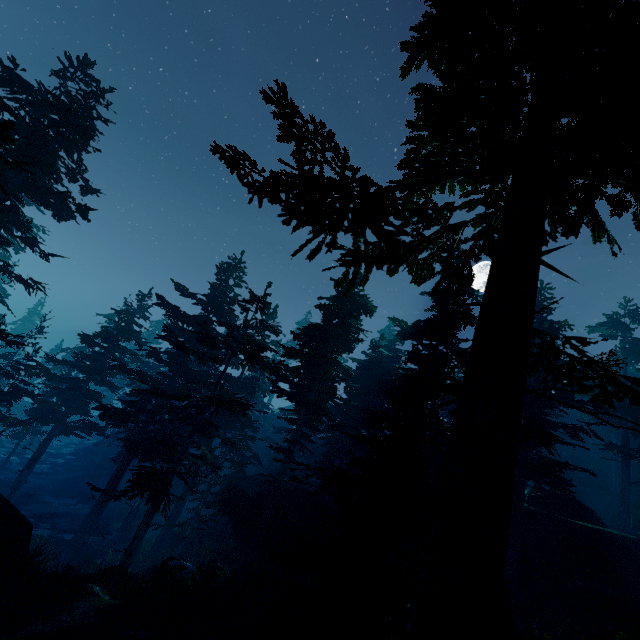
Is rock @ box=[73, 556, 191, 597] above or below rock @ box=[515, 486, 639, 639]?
below

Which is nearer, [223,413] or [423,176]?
[423,176]

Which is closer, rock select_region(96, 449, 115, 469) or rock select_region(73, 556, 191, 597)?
rock select_region(73, 556, 191, 597)

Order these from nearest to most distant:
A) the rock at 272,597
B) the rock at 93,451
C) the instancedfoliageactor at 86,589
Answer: the instancedfoliageactor at 86,589 → the rock at 272,597 → the rock at 93,451

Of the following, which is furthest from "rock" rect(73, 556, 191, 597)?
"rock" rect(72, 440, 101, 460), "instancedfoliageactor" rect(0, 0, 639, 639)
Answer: "rock" rect(72, 440, 101, 460)

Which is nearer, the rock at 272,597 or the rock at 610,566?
the rock at 272,597

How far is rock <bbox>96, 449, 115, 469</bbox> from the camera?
40.0 meters

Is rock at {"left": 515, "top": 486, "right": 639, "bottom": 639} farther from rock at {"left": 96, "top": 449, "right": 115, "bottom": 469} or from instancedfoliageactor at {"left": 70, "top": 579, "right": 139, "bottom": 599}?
rock at {"left": 96, "top": 449, "right": 115, "bottom": 469}
